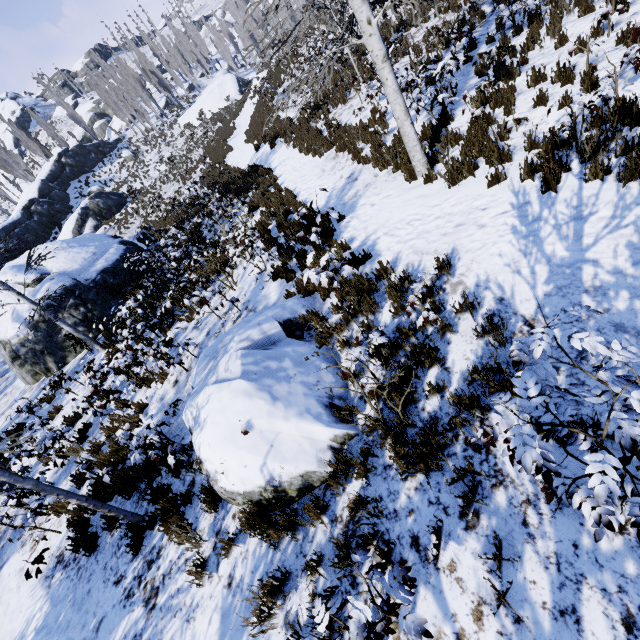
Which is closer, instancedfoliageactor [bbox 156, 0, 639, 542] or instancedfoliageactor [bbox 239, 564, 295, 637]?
instancedfoliageactor [bbox 156, 0, 639, 542]

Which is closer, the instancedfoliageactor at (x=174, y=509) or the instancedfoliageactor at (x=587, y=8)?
the instancedfoliageactor at (x=174, y=509)

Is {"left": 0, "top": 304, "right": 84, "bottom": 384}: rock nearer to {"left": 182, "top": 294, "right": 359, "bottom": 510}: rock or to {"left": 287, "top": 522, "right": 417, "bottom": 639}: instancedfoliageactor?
{"left": 182, "top": 294, "right": 359, "bottom": 510}: rock

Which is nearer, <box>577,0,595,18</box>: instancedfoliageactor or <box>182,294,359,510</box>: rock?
<box>182,294,359,510</box>: rock

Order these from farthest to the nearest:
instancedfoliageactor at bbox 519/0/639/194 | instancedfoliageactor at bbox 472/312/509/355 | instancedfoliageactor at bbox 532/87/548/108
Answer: instancedfoliageactor at bbox 532/87/548/108 < instancedfoliageactor at bbox 519/0/639/194 < instancedfoliageactor at bbox 472/312/509/355

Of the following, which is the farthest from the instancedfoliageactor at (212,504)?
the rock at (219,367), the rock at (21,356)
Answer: the rock at (219,367)

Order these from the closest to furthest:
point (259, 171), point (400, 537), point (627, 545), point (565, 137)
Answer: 1. point (627, 545)
2. point (400, 537)
3. point (565, 137)
4. point (259, 171)

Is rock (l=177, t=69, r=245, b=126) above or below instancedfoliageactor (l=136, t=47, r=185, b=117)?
below
